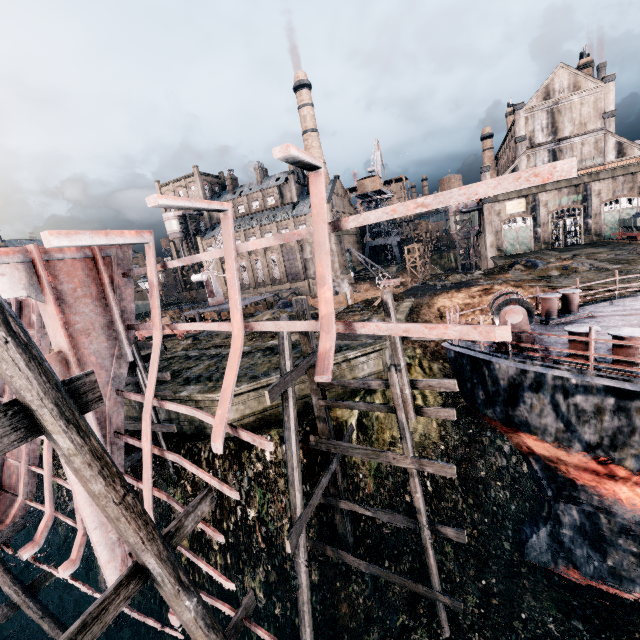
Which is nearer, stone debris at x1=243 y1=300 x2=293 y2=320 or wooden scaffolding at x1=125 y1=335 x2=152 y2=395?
wooden scaffolding at x1=125 y1=335 x2=152 y2=395

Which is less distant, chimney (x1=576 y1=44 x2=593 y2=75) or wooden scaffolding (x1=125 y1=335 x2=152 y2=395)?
wooden scaffolding (x1=125 y1=335 x2=152 y2=395)

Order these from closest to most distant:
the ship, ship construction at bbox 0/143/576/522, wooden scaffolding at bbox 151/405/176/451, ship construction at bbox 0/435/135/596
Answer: ship construction at bbox 0/143/576/522 < the ship < ship construction at bbox 0/435/135/596 < wooden scaffolding at bbox 151/405/176/451

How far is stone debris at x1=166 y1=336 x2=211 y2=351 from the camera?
24.0 meters

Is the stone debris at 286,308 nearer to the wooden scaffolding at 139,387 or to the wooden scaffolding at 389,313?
the wooden scaffolding at 139,387

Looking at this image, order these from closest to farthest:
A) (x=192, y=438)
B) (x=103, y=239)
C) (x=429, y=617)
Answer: (x=103, y=239)
(x=429, y=617)
(x=192, y=438)

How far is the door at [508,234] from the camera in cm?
4766

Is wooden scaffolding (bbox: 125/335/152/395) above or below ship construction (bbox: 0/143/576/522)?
below
